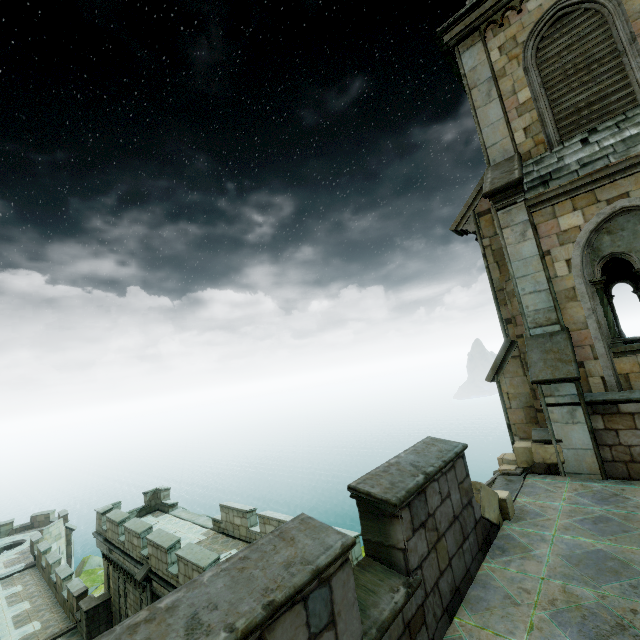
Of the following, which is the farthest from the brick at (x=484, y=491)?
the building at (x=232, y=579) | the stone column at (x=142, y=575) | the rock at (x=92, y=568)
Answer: the rock at (x=92, y=568)

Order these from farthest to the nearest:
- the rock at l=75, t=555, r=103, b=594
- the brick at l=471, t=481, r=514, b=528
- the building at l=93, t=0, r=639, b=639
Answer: the rock at l=75, t=555, r=103, b=594
the brick at l=471, t=481, r=514, b=528
the building at l=93, t=0, r=639, b=639

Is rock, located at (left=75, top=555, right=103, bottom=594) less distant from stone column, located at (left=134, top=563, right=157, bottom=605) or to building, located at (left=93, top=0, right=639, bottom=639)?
building, located at (left=93, top=0, right=639, bottom=639)

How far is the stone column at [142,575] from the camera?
13.61m

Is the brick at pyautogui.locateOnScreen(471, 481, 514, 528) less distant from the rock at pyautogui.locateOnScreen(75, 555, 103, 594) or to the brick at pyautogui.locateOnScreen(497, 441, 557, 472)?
the brick at pyautogui.locateOnScreen(497, 441, 557, 472)

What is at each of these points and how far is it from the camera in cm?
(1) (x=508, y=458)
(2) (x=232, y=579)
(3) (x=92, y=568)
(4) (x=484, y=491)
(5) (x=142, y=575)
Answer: (1) brick, 822
(2) building, 242
(3) rock, 4266
(4) brick, 538
(5) stone column, 1363

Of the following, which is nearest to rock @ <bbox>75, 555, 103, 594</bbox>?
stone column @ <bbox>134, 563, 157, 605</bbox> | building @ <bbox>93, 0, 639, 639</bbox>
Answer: building @ <bbox>93, 0, 639, 639</bbox>

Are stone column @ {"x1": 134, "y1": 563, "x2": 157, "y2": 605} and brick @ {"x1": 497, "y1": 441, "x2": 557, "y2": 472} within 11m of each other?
no
